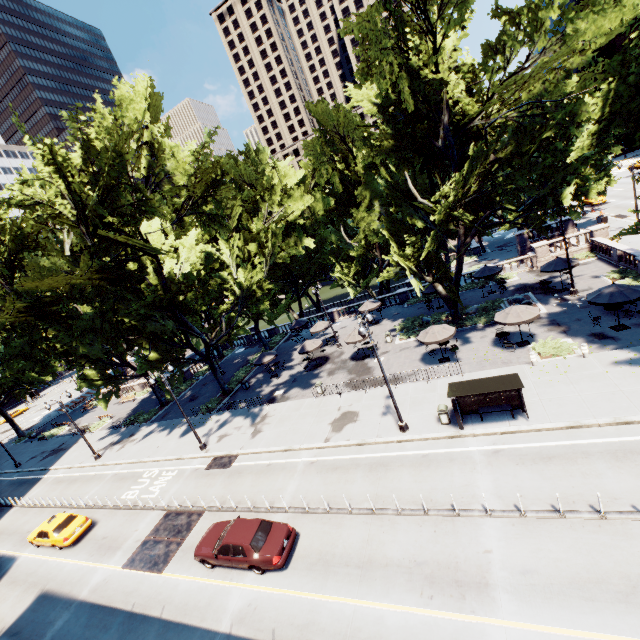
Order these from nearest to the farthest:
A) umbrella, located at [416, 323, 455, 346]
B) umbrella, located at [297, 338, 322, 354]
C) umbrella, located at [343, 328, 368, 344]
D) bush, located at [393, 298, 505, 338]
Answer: umbrella, located at [416, 323, 455, 346]
bush, located at [393, 298, 505, 338]
umbrella, located at [343, 328, 368, 344]
umbrella, located at [297, 338, 322, 354]

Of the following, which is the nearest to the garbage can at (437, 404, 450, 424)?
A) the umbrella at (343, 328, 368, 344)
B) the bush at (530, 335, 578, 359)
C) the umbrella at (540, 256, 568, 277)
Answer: the bush at (530, 335, 578, 359)

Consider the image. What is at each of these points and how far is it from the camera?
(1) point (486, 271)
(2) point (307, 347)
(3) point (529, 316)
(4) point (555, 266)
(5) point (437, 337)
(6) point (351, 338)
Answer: (1) umbrella, 32.1 meters
(2) umbrella, 31.4 meters
(3) umbrella, 20.9 meters
(4) umbrella, 26.8 meters
(5) umbrella, 22.9 meters
(6) umbrella, 29.3 meters

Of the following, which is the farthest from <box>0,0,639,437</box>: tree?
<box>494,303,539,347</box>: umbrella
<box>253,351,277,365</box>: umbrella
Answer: <box>253,351,277,365</box>: umbrella

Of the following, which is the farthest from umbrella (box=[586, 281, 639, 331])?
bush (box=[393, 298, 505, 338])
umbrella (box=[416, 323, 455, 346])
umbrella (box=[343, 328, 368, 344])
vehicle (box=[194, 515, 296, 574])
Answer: vehicle (box=[194, 515, 296, 574])

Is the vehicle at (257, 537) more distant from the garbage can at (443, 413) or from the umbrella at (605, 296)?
the umbrella at (605, 296)

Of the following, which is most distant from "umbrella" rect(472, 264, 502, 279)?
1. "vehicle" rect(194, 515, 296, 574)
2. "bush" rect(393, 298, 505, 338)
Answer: "vehicle" rect(194, 515, 296, 574)

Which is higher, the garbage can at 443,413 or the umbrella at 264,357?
the umbrella at 264,357
